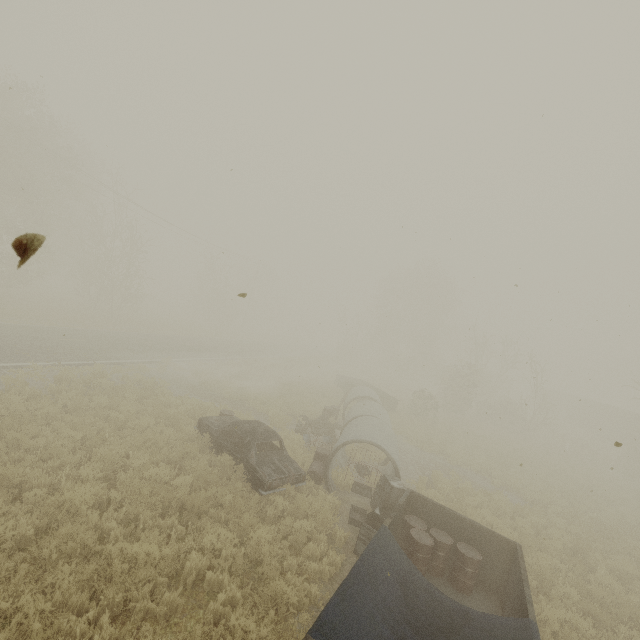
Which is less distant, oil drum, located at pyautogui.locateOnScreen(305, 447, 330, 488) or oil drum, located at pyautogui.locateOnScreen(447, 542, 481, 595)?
oil drum, located at pyautogui.locateOnScreen(447, 542, 481, 595)

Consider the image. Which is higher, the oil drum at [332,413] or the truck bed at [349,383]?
the truck bed at [349,383]

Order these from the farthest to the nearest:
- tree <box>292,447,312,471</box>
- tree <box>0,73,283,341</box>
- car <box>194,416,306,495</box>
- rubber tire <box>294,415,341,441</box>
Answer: tree <box>0,73,283,341</box> < rubber tire <box>294,415,341,441</box> < tree <box>292,447,312,471</box> < car <box>194,416,306,495</box>

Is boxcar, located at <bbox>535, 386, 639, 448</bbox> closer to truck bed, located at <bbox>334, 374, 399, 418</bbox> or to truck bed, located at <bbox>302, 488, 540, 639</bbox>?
truck bed, located at <bbox>334, 374, 399, 418</bbox>

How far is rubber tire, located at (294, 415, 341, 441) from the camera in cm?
1544

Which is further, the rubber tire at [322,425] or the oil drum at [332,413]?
the oil drum at [332,413]

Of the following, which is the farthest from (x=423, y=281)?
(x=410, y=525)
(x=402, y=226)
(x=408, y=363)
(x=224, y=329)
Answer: (x=410, y=525)

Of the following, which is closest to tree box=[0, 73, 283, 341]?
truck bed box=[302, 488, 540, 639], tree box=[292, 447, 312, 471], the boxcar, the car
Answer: the car
